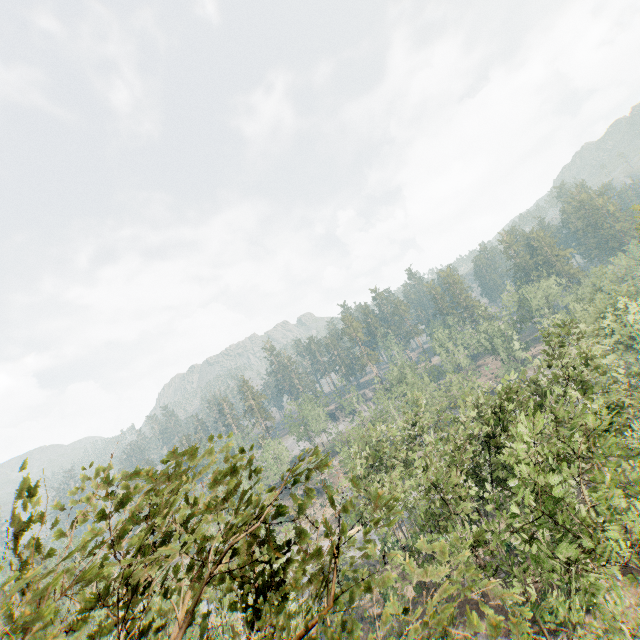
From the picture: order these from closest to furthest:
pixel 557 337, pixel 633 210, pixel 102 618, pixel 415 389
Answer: pixel 557 337
pixel 102 618
pixel 415 389
pixel 633 210
